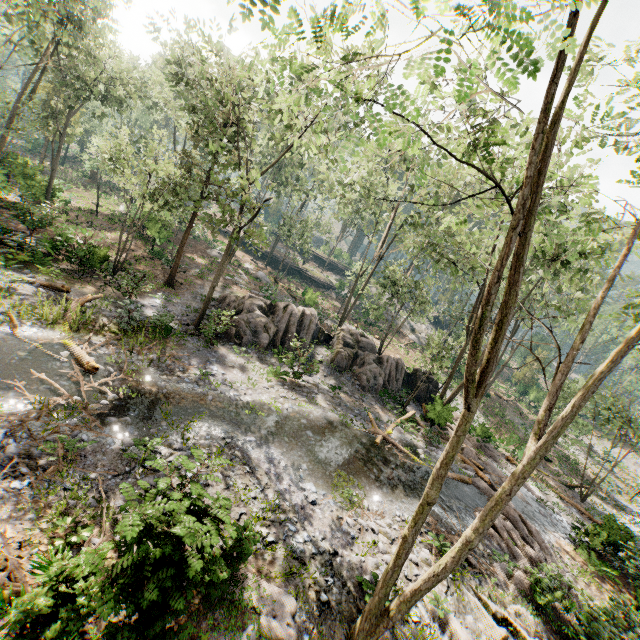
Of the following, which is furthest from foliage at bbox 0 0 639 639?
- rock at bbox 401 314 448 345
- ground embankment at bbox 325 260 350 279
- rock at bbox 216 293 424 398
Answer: ground embankment at bbox 325 260 350 279

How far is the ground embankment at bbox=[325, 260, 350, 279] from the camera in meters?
58.8

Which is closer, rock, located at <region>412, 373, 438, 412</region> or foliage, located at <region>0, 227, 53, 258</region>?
foliage, located at <region>0, 227, 53, 258</region>

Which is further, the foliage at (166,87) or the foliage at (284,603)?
the foliage at (284,603)

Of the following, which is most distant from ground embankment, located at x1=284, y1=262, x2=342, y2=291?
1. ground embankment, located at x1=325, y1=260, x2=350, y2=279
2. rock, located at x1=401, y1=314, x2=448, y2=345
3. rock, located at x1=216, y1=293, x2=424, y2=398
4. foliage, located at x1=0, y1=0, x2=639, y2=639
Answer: rock, located at x1=216, y1=293, x2=424, y2=398

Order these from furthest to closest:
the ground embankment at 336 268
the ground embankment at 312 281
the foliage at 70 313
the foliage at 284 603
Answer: the ground embankment at 336 268, the ground embankment at 312 281, the foliage at 70 313, the foliage at 284 603

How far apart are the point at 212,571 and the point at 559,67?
10.0 meters

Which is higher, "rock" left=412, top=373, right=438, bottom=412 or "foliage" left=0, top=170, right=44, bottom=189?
"foliage" left=0, top=170, right=44, bottom=189
